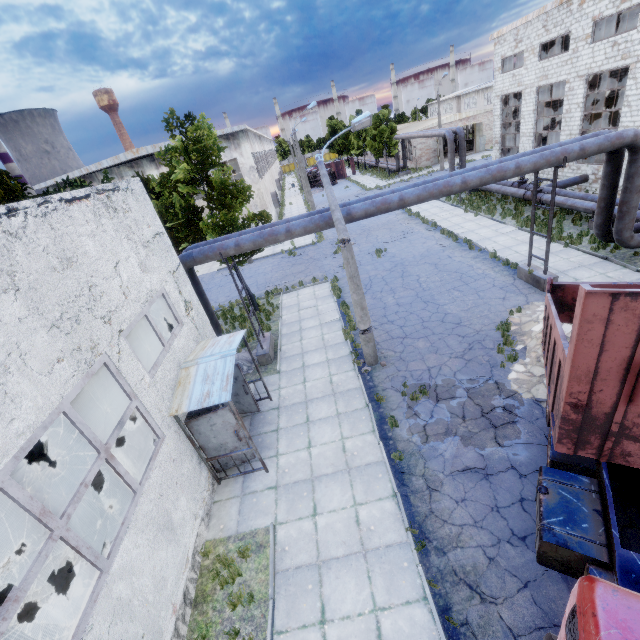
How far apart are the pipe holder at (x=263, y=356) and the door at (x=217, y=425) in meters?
4.6 m

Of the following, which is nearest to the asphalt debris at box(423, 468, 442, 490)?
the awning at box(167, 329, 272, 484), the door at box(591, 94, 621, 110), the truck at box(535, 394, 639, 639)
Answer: the truck at box(535, 394, 639, 639)

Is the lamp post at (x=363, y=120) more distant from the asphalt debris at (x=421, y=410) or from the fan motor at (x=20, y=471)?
the fan motor at (x=20, y=471)

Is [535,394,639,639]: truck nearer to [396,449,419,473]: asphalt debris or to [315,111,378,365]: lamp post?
[396,449,419,473]: asphalt debris

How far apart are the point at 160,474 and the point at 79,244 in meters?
5.0 m

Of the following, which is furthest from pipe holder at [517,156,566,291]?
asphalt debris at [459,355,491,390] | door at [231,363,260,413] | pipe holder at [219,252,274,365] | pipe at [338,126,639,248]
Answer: door at [231,363,260,413]

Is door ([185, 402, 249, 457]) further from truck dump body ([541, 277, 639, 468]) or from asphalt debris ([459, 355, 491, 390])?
truck dump body ([541, 277, 639, 468])

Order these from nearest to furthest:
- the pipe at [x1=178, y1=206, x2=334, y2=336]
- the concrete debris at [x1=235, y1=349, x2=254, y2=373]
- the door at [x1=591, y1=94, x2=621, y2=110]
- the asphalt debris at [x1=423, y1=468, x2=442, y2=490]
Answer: the asphalt debris at [x1=423, y1=468, x2=442, y2=490] < the pipe at [x1=178, y1=206, x2=334, y2=336] < the concrete debris at [x1=235, y1=349, x2=254, y2=373] < the door at [x1=591, y1=94, x2=621, y2=110]
